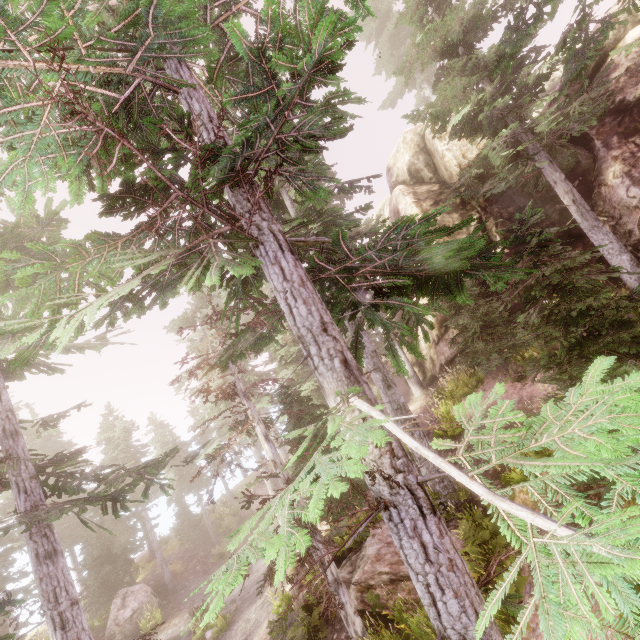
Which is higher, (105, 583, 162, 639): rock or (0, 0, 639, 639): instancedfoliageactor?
(0, 0, 639, 639): instancedfoliageactor

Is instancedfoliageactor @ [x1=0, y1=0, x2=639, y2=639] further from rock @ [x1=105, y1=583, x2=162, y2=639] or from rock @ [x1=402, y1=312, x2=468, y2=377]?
rock @ [x1=105, y1=583, x2=162, y2=639]

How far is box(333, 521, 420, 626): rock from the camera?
8.6 meters

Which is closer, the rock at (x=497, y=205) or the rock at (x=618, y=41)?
the rock at (x=618, y=41)

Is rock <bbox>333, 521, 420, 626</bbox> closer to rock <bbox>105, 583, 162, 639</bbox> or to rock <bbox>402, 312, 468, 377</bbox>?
rock <bbox>402, 312, 468, 377</bbox>

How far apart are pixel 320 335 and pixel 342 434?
1.5 meters

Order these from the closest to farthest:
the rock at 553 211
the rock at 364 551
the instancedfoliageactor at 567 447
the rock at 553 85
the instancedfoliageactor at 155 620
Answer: the instancedfoliageactor at 567 447, the rock at 364 551, the instancedfoliageactor at 155 620, the rock at 553 211, the rock at 553 85

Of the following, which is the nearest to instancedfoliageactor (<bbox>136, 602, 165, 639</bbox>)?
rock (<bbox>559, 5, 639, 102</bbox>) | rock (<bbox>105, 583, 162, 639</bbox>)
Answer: rock (<bbox>559, 5, 639, 102</bbox>)
